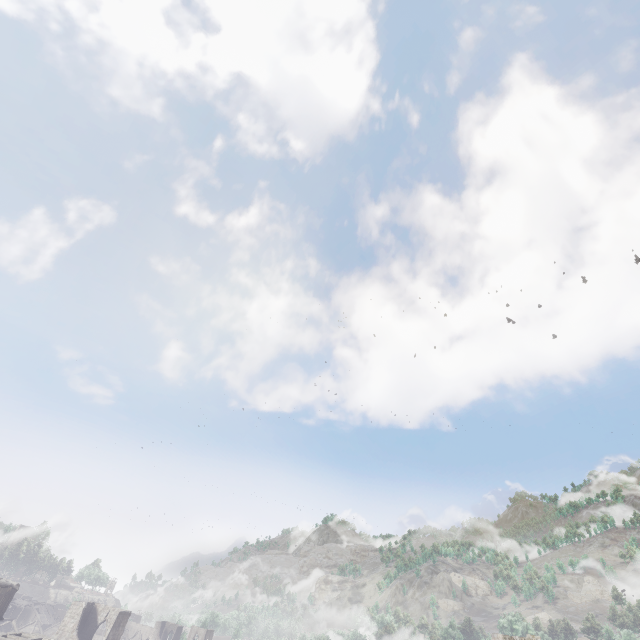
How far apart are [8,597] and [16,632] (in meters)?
7.40

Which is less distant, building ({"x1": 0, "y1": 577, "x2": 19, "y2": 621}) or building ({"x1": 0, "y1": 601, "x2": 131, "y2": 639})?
building ({"x1": 0, "y1": 601, "x2": 131, "y2": 639})

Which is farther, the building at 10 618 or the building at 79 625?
the building at 10 618
